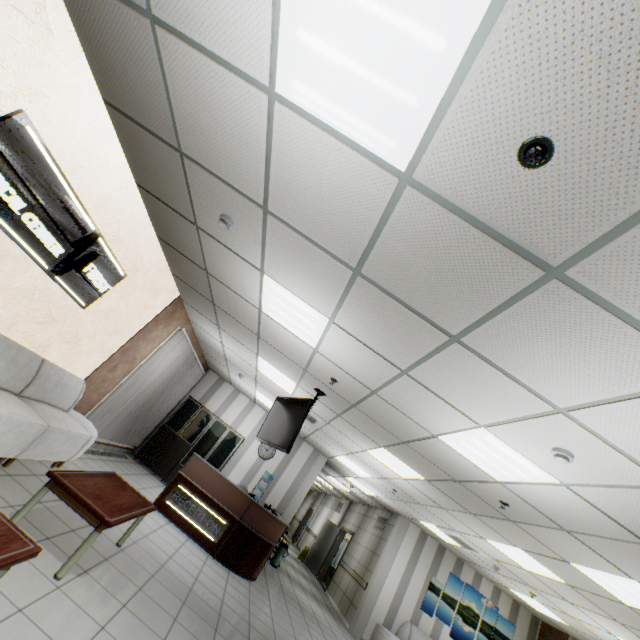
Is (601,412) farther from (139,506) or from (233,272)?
(139,506)

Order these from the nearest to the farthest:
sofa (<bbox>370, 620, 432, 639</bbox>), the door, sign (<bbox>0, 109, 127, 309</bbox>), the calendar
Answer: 1. sign (<bbox>0, 109, 127, 309</bbox>)
2. sofa (<bbox>370, 620, 432, 639</bbox>)
3. the calendar
4. the door

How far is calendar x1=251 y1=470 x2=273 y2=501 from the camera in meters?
9.7

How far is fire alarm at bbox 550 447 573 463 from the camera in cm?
290

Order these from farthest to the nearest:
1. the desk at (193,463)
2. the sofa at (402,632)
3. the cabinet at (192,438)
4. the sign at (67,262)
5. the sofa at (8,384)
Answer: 1. the cabinet at (192,438)
2. the sofa at (402,632)
3. the desk at (193,463)
4. the sofa at (8,384)
5. the sign at (67,262)

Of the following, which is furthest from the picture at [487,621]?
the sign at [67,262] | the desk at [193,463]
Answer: the sign at [67,262]

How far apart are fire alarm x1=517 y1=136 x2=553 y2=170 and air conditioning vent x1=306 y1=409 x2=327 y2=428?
6.4 meters

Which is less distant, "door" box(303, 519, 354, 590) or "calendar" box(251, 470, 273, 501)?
"calendar" box(251, 470, 273, 501)
